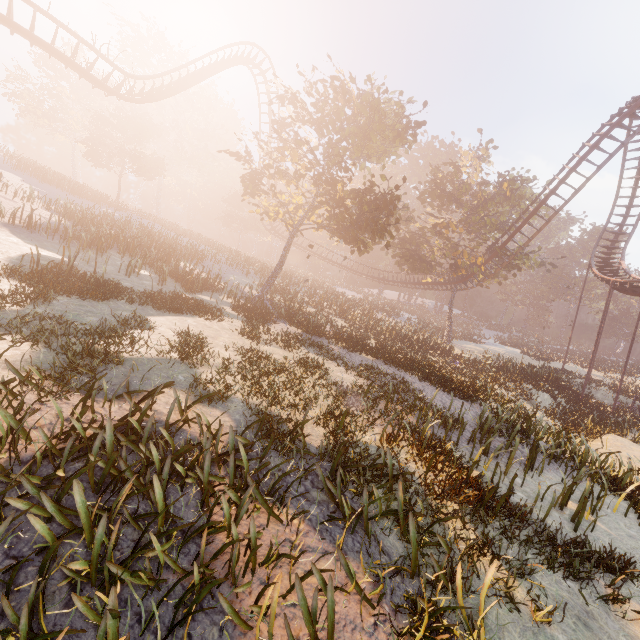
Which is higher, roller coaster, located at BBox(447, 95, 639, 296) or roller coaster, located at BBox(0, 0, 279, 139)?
roller coaster, located at BBox(0, 0, 279, 139)

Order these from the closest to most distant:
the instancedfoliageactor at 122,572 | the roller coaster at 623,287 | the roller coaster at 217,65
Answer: the instancedfoliageactor at 122,572
the roller coaster at 217,65
the roller coaster at 623,287

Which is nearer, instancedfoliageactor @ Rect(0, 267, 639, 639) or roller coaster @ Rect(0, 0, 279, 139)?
instancedfoliageactor @ Rect(0, 267, 639, 639)

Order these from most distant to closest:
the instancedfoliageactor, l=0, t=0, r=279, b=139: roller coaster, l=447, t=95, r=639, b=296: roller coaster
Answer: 1. l=447, t=95, r=639, b=296: roller coaster
2. l=0, t=0, r=279, b=139: roller coaster
3. the instancedfoliageactor

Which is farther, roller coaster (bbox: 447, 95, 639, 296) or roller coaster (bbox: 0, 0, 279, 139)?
roller coaster (bbox: 447, 95, 639, 296)

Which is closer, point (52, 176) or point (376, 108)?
point (376, 108)

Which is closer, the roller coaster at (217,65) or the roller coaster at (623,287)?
the roller coaster at (217,65)
